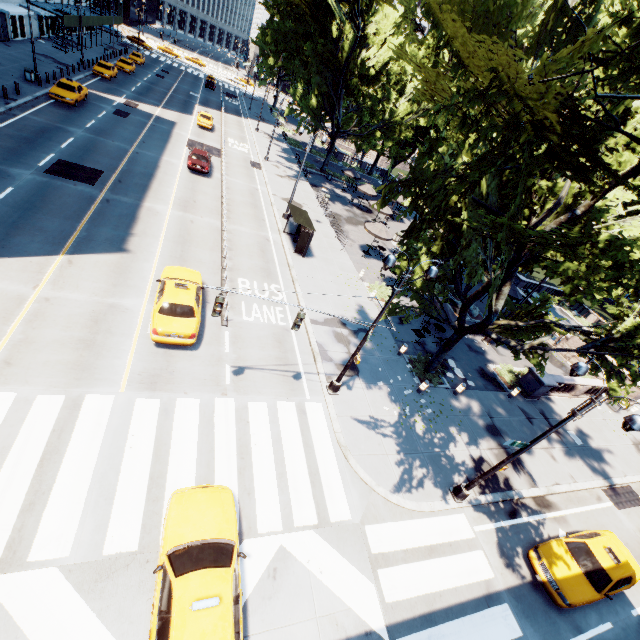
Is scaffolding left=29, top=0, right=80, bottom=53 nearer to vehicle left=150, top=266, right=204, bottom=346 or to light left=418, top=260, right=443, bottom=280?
vehicle left=150, top=266, right=204, bottom=346

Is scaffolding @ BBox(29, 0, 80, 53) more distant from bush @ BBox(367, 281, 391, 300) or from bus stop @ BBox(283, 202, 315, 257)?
bush @ BBox(367, 281, 391, 300)

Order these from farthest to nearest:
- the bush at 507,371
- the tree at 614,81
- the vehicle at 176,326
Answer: the bush at 507,371, the vehicle at 176,326, the tree at 614,81

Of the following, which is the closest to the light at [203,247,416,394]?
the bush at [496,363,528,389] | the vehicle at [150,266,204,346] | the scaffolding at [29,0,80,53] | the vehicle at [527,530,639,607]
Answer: the vehicle at [150,266,204,346]

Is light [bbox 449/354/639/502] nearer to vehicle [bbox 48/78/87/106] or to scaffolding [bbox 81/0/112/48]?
vehicle [bbox 48/78/87/106]

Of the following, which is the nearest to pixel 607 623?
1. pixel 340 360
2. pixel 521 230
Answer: pixel 340 360

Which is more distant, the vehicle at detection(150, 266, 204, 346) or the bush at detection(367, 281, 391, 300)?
the bush at detection(367, 281, 391, 300)

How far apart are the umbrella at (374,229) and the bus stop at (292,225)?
5.66m
